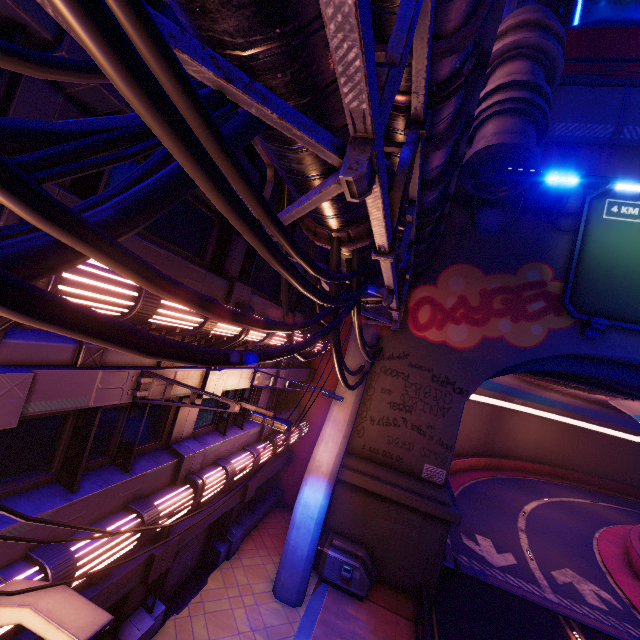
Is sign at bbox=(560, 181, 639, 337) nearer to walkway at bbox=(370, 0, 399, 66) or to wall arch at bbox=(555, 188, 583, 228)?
wall arch at bbox=(555, 188, 583, 228)

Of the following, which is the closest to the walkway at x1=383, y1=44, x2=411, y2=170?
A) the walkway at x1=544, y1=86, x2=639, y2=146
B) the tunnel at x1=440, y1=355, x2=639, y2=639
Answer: the tunnel at x1=440, y1=355, x2=639, y2=639

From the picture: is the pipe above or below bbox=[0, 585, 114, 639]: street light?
above

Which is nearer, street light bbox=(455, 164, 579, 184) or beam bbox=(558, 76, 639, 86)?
street light bbox=(455, 164, 579, 184)

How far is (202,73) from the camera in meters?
2.0

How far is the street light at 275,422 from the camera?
5.47m

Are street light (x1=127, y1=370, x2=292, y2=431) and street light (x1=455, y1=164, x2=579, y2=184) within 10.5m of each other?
yes

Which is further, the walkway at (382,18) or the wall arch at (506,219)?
the wall arch at (506,219)
